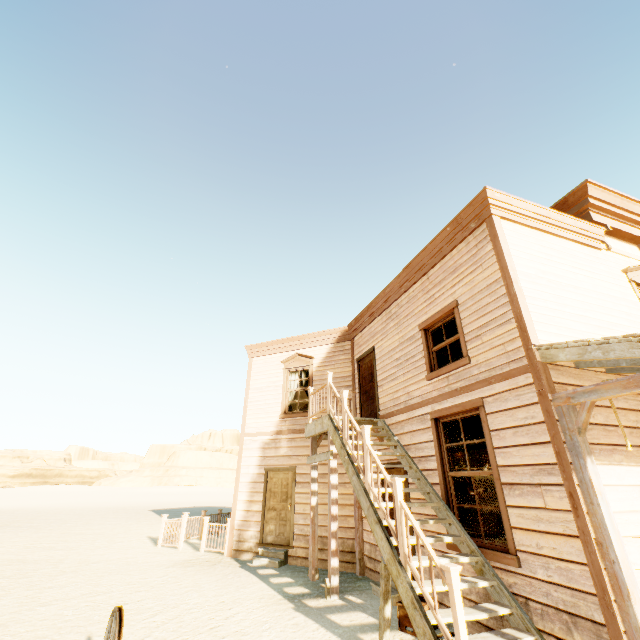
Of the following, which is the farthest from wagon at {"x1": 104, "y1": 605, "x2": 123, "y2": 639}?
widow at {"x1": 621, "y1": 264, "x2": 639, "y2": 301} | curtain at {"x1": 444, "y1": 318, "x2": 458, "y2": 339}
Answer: widow at {"x1": 621, "y1": 264, "x2": 639, "y2": 301}

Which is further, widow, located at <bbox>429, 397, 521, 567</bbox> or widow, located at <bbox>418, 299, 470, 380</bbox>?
widow, located at <bbox>418, 299, 470, 380</bbox>

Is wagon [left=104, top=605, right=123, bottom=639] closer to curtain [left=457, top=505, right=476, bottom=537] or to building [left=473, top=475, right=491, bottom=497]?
building [left=473, top=475, right=491, bottom=497]

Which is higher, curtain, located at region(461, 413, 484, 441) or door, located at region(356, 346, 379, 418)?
door, located at region(356, 346, 379, 418)

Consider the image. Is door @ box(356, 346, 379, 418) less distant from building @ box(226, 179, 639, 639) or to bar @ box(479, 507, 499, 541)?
building @ box(226, 179, 639, 639)

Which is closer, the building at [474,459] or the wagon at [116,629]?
the wagon at [116,629]

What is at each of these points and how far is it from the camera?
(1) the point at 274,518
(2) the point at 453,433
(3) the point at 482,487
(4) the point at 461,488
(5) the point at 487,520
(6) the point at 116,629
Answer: (1) door, 9.9 meters
(2) curtain, 6.3 meters
(3) building, 15.2 meters
(4) curtain, 5.9 meters
(5) bar, 8.7 meters
(6) wagon, 2.6 meters

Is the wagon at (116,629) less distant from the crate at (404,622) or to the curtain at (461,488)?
the crate at (404,622)
